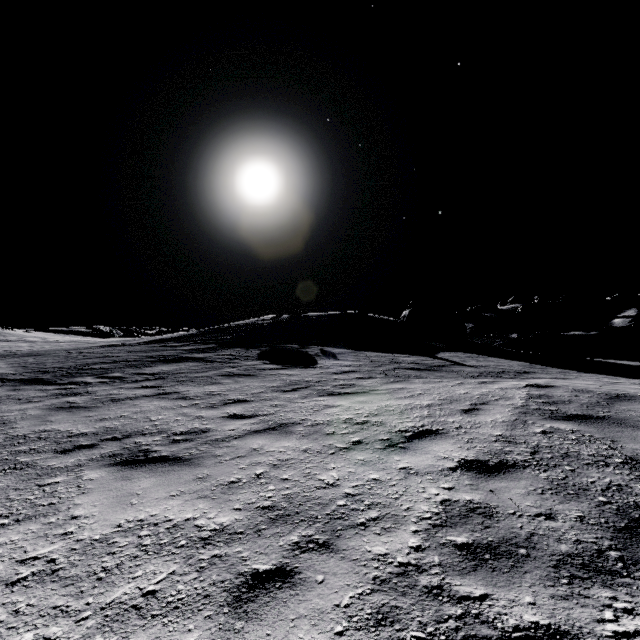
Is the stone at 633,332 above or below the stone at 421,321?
below

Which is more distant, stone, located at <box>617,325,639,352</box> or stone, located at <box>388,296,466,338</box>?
stone, located at <box>617,325,639,352</box>

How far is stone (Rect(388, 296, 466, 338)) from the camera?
23.1 meters

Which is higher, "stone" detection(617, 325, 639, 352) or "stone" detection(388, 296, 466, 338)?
"stone" detection(388, 296, 466, 338)

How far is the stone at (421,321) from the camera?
23.1m

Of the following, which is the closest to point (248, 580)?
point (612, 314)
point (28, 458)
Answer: point (28, 458)
